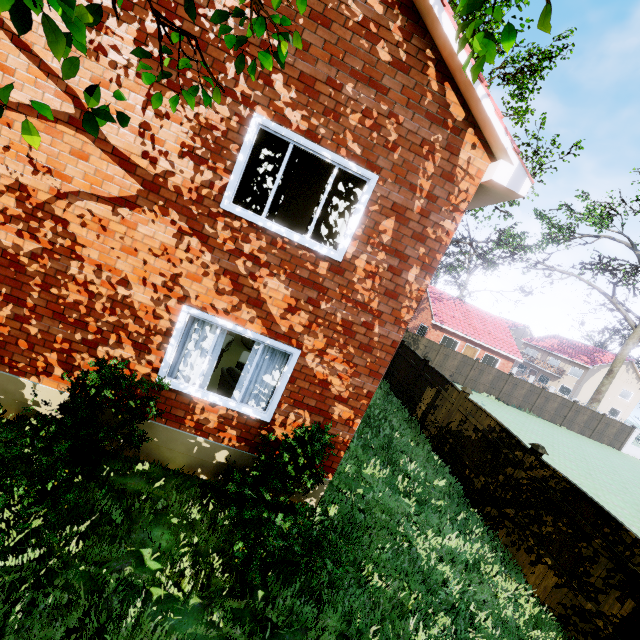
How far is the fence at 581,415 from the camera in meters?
27.4

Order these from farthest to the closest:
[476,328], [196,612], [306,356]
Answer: [476,328], [306,356], [196,612]

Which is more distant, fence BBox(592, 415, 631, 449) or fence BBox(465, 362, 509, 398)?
fence BBox(592, 415, 631, 449)

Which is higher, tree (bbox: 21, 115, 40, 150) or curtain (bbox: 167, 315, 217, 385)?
tree (bbox: 21, 115, 40, 150)

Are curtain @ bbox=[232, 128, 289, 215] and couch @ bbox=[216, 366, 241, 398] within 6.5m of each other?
yes

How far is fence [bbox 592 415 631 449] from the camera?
27.9 meters

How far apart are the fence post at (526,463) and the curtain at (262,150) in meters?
7.7 m

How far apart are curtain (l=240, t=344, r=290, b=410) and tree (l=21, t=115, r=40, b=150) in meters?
3.5
